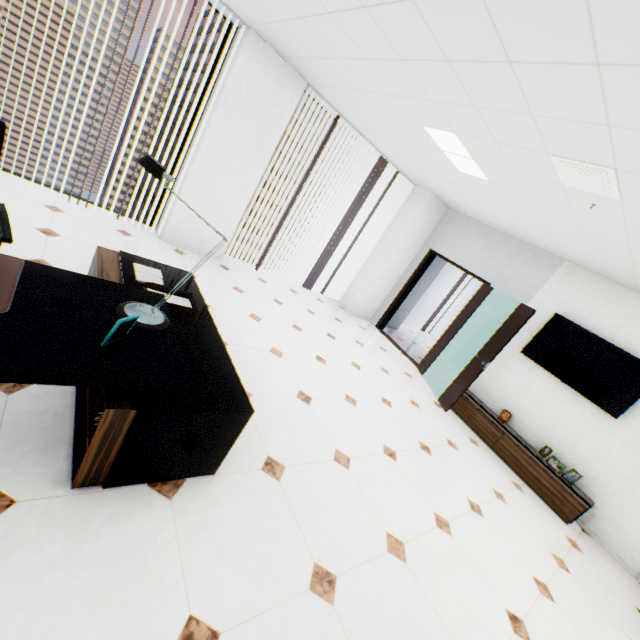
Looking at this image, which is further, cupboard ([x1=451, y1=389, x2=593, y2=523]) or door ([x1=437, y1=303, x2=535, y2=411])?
door ([x1=437, y1=303, x2=535, y2=411])

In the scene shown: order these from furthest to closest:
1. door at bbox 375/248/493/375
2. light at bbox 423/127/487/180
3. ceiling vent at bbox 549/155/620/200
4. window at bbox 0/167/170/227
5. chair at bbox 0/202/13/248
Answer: door at bbox 375/248/493/375 < window at bbox 0/167/170/227 < light at bbox 423/127/487/180 < ceiling vent at bbox 549/155/620/200 < chair at bbox 0/202/13/248

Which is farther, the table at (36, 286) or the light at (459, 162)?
the light at (459, 162)

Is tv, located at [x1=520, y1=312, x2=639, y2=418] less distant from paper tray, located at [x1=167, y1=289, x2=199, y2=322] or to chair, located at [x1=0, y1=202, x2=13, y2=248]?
paper tray, located at [x1=167, y1=289, x2=199, y2=322]

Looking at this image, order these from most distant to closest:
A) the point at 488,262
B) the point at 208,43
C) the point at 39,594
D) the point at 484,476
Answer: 1. the point at 208,43
2. the point at 488,262
3. the point at 484,476
4. the point at 39,594

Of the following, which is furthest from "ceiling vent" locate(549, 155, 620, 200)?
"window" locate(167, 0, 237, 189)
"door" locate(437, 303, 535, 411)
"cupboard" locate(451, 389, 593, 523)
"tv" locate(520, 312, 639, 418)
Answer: "window" locate(167, 0, 237, 189)

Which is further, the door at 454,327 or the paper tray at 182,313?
the door at 454,327

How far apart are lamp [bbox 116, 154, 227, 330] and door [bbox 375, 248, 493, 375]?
5.3m
